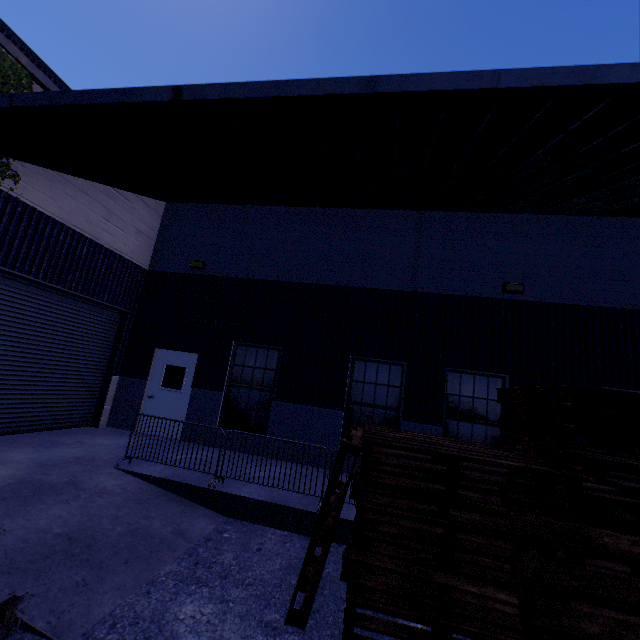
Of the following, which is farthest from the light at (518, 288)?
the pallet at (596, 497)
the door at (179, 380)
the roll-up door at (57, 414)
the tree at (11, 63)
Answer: the tree at (11, 63)

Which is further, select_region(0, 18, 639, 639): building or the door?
the door

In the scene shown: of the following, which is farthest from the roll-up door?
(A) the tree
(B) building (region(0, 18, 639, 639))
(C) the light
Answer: (C) the light

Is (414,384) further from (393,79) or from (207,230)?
(207,230)

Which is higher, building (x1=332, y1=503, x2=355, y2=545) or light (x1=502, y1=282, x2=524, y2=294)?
light (x1=502, y1=282, x2=524, y2=294)

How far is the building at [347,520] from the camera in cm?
518

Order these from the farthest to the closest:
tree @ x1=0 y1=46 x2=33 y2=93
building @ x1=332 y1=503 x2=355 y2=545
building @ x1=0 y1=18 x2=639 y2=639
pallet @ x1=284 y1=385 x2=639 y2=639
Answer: tree @ x1=0 y1=46 x2=33 y2=93 < building @ x1=332 y1=503 x2=355 y2=545 < building @ x1=0 y1=18 x2=639 y2=639 < pallet @ x1=284 y1=385 x2=639 y2=639

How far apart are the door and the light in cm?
871
